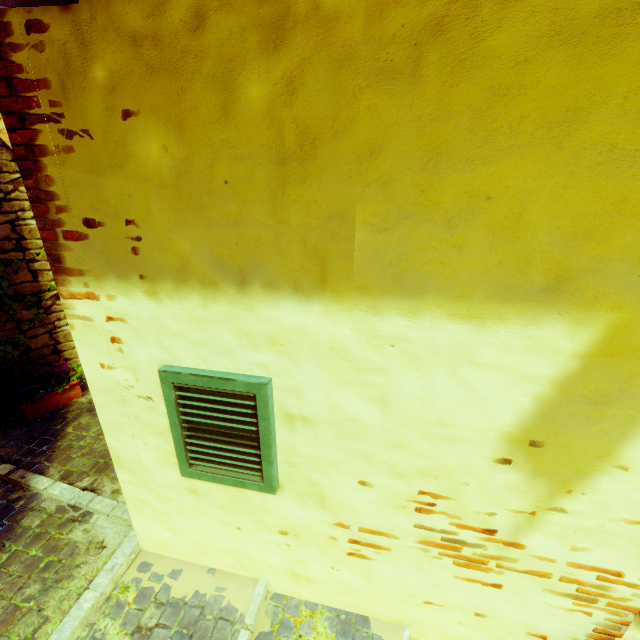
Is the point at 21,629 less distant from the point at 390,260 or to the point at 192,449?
the point at 192,449

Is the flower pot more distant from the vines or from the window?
the window

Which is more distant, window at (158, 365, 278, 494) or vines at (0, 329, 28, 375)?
vines at (0, 329, 28, 375)

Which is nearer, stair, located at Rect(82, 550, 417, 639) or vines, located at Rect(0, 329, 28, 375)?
stair, located at Rect(82, 550, 417, 639)

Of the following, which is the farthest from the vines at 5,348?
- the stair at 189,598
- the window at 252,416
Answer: the window at 252,416

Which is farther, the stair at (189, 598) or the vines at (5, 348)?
the vines at (5, 348)

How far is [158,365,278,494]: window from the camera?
1.5 meters

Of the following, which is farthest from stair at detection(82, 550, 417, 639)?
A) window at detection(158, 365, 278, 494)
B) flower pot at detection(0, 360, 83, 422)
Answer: flower pot at detection(0, 360, 83, 422)
